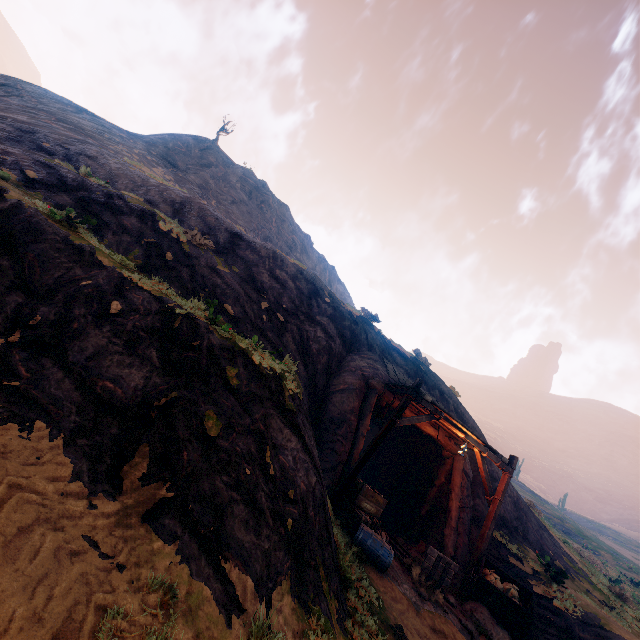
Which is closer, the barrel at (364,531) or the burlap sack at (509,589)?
Result: the barrel at (364,531)

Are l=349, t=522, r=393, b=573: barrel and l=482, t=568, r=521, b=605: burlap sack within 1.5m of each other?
no

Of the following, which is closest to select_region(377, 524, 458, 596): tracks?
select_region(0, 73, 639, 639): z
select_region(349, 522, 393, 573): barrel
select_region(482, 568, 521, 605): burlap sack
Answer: select_region(0, 73, 639, 639): z

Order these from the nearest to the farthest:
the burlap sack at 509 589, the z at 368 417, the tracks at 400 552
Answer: the z at 368 417, the tracks at 400 552, the burlap sack at 509 589

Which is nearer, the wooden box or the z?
the z

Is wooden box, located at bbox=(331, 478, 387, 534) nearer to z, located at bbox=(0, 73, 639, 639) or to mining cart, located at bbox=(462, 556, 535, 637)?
z, located at bbox=(0, 73, 639, 639)

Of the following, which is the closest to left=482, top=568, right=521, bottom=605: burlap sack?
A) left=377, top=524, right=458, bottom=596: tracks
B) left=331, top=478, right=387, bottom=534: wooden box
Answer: left=377, top=524, right=458, bottom=596: tracks

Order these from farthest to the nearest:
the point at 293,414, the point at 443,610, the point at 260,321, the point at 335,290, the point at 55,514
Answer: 1. the point at 335,290
2. the point at 260,321
3. the point at 443,610
4. the point at 293,414
5. the point at 55,514
